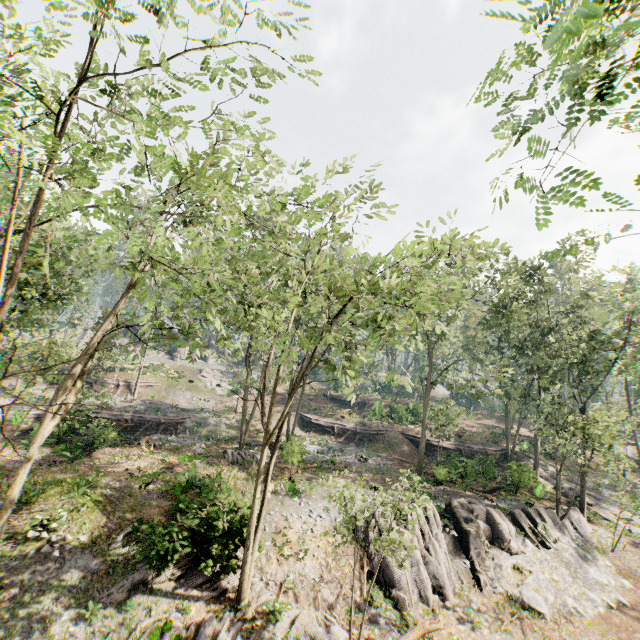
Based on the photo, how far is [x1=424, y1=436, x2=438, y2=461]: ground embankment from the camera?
34.66m

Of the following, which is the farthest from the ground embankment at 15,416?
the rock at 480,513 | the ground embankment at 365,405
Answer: the ground embankment at 365,405

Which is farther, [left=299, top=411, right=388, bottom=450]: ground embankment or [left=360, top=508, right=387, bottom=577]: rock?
[left=299, top=411, right=388, bottom=450]: ground embankment

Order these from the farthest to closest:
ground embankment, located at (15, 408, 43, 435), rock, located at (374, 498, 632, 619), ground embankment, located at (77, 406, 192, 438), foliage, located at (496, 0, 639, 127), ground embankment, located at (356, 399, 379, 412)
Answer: ground embankment, located at (356, 399, 379, 412) < ground embankment, located at (15, 408, 43, 435) < ground embankment, located at (77, 406, 192, 438) < rock, located at (374, 498, 632, 619) < foliage, located at (496, 0, 639, 127)

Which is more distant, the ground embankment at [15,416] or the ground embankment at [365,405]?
the ground embankment at [365,405]

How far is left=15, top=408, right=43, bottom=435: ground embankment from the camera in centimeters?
2426cm

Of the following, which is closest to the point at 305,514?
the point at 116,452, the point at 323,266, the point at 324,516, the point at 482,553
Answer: the point at 324,516

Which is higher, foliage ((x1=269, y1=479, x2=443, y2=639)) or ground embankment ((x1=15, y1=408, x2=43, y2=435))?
ground embankment ((x1=15, y1=408, x2=43, y2=435))
